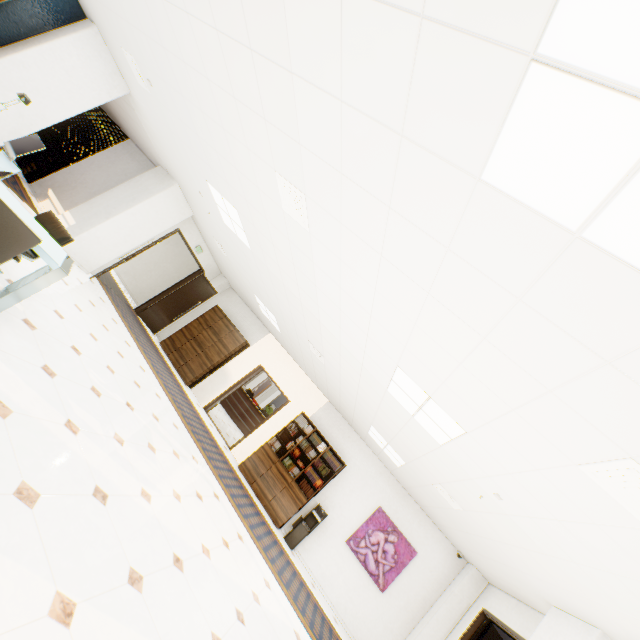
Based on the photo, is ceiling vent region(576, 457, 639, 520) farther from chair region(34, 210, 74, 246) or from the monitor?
the monitor

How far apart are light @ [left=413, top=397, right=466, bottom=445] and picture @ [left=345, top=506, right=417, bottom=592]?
5.0 meters

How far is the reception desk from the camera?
13.59m

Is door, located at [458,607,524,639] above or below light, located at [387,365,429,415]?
below

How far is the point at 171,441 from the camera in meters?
5.3 m

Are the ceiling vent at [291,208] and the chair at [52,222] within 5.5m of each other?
yes

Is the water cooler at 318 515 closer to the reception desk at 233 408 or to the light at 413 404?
the light at 413 404

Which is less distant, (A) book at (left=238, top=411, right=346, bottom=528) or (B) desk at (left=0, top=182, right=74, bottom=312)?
(B) desk at (left=0, top=182, right=74, bottom=312)
